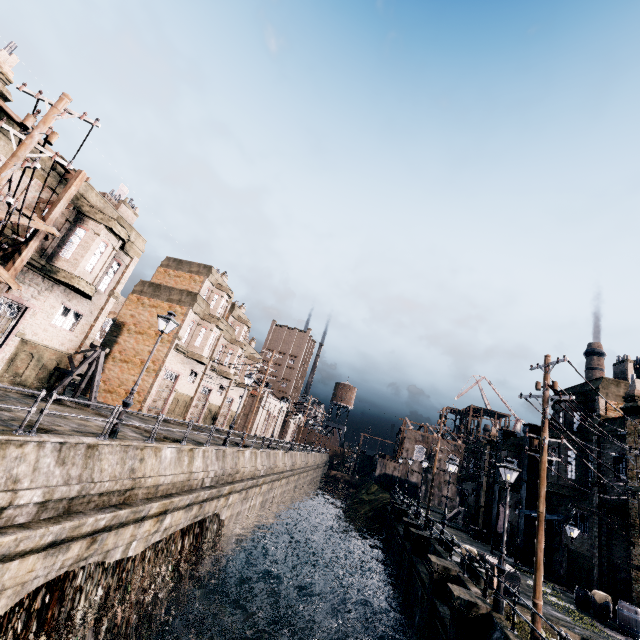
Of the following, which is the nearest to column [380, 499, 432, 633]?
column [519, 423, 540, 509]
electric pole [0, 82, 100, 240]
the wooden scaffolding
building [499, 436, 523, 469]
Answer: column [519, 423, 540, 509]

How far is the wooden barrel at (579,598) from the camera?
17.4m

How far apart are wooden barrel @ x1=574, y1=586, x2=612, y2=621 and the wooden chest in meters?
4.9 m

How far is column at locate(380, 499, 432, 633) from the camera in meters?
23.0

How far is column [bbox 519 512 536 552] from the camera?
27.0m

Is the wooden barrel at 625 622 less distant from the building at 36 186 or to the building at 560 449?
the building at 560 449

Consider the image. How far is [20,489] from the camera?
8.8 meters

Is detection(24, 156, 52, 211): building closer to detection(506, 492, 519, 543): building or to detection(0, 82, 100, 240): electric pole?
detection(0, 82, 100, 240): electric pole
